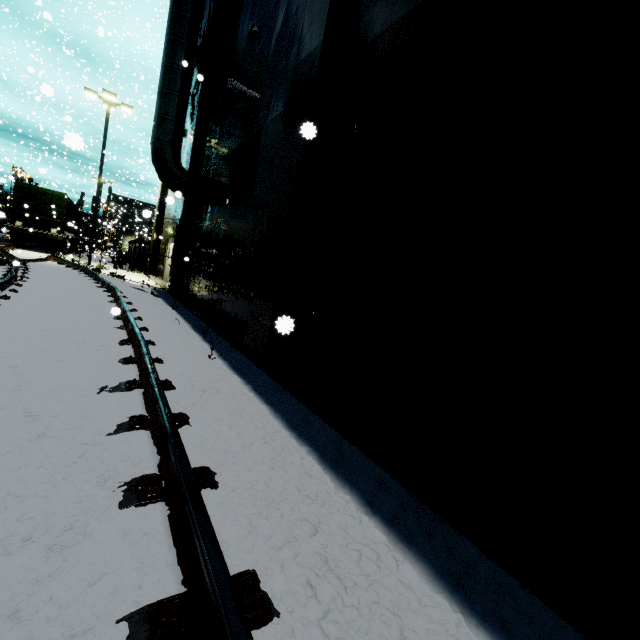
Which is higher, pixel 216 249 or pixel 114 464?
pixel 216 249

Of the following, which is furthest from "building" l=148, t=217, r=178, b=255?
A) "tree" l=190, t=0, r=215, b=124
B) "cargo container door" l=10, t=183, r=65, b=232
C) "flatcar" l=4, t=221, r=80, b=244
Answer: "flatcar" l=4, t=221, r=80, b=244

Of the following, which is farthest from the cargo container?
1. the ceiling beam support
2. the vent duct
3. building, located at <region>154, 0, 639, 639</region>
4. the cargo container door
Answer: the ceiling beam support

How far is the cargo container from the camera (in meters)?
19.80

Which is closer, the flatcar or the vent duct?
the vent duct

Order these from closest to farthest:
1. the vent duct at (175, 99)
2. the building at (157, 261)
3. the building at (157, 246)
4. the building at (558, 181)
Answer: the building at (558, 181)
the vent duct at (175, 99)
the building at (157, 261)
the building at (157, 246)

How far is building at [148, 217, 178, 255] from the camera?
17.42m

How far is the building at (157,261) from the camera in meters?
16.8
